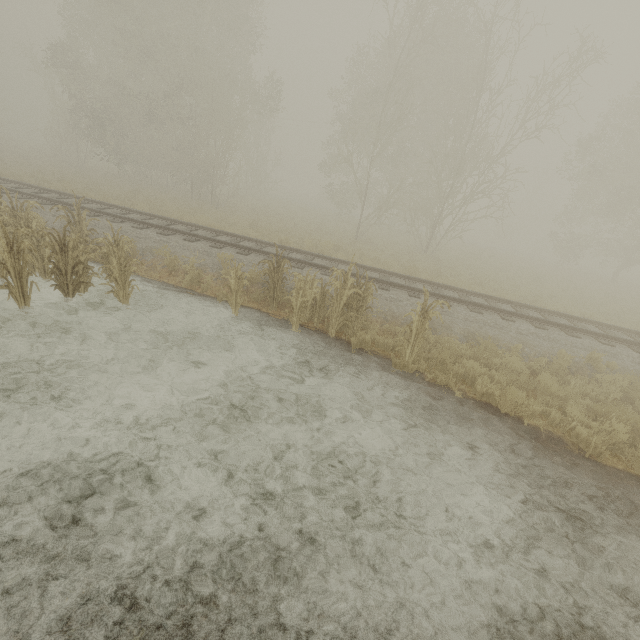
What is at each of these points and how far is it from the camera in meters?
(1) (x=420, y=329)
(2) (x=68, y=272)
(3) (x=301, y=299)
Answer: (1) tree, 7.0
(2) tree, 7.1
(3) tree, 7.6

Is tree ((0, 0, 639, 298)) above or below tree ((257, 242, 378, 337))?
above

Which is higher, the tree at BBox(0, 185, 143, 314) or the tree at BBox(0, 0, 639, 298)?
the tree at BBox(0, 0, 639, 298)

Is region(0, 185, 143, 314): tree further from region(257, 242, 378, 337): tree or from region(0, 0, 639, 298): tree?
region(0, 0, 639, 298): tree

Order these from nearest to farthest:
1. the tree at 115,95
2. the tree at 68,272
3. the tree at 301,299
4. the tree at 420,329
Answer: the tree at 68,272
the tree at 420,329
the tree at 301,299
the tree at 115,95

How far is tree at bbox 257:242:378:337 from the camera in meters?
7.6 m

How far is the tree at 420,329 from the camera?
6.8m
